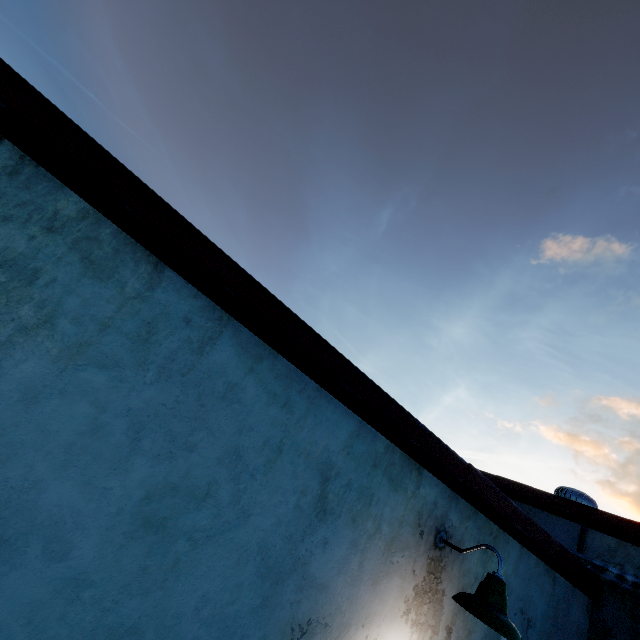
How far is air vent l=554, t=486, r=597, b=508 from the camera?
5.4 meters

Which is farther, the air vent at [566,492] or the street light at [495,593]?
the air vent at [566,492]

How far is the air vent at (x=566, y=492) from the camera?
5.35m

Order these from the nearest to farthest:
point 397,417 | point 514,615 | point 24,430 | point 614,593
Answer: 1. point 24,430
2. point 397,417
3. point 514,615
4. point 614,593

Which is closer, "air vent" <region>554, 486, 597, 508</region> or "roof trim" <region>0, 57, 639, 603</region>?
"roof trim" <region>0, 57, 639, 603</region>

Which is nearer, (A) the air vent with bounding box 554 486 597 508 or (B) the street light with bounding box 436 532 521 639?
(B) the street light with bounding box 436 532 521 639

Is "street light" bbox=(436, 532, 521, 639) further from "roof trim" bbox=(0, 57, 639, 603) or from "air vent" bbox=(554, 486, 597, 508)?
"air vent" bbox=(554, 486, 597, 508)
